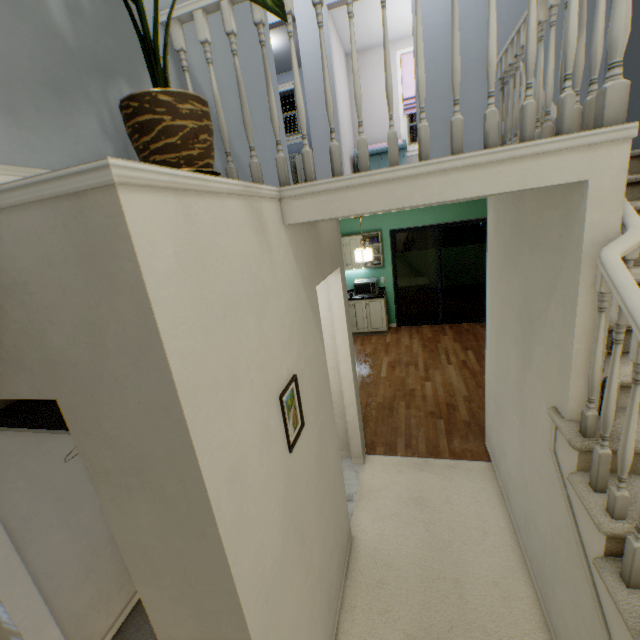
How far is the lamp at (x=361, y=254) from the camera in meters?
4.9

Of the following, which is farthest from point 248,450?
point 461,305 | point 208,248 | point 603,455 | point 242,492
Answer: point 461,305

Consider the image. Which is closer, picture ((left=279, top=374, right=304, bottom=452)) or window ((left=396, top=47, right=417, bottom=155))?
picture ((left=279, top=374, right=304, bottom=452))

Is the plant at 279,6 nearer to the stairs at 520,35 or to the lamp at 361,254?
the stairs at 520,35

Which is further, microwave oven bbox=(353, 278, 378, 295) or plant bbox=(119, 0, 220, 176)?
microwave oven bbox=(353, 278, 378, 295)

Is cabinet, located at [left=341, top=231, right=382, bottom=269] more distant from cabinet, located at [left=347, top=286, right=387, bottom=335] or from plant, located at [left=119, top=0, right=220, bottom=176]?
plant, located at [left=119, top=0, right=220, bottom=176]

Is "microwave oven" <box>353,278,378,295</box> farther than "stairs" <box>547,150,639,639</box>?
Yes

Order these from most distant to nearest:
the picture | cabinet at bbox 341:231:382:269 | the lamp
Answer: cabinet at bbox 341:231:382:269
the lamp
the picture
